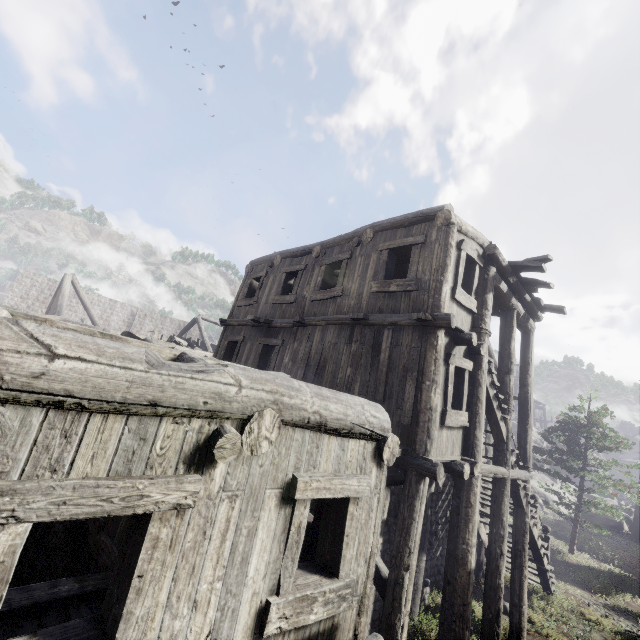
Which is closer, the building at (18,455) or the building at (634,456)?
the building at (18,455)

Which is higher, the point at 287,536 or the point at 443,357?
the point at 443,357

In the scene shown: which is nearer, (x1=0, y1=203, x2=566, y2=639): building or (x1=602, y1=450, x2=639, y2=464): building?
(x1=0, y1=203, x2=566, y2=639): building
